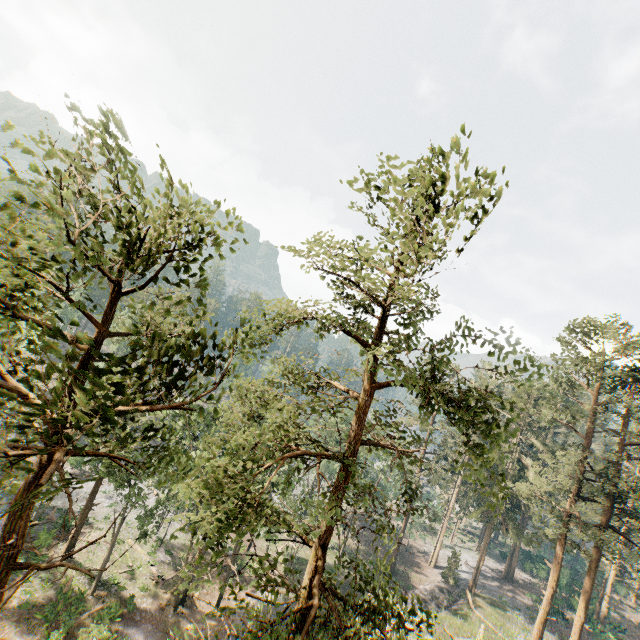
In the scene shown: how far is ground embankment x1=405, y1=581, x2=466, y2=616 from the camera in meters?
33.5

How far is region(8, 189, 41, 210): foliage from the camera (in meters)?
4.01

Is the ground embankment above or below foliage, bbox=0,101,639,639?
below

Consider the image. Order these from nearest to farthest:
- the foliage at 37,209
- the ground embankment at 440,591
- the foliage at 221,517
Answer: the foliage at 37,209
the foliage at 221,517
the ground embankment at 440,591

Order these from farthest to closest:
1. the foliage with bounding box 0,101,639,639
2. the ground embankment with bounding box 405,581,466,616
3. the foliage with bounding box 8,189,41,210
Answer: the ground embankment with bounding box 405,581,466,616 → the foliage with bounding box 0,101,639,639 → the foliage with bounding box 8,189,41,210

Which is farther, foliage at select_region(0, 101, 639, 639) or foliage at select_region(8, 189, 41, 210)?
foliage at select_region(0, 101, 639, 639)

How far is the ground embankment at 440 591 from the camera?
33.46m

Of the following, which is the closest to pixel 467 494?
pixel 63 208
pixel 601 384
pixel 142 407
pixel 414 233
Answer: pixel 601 384
